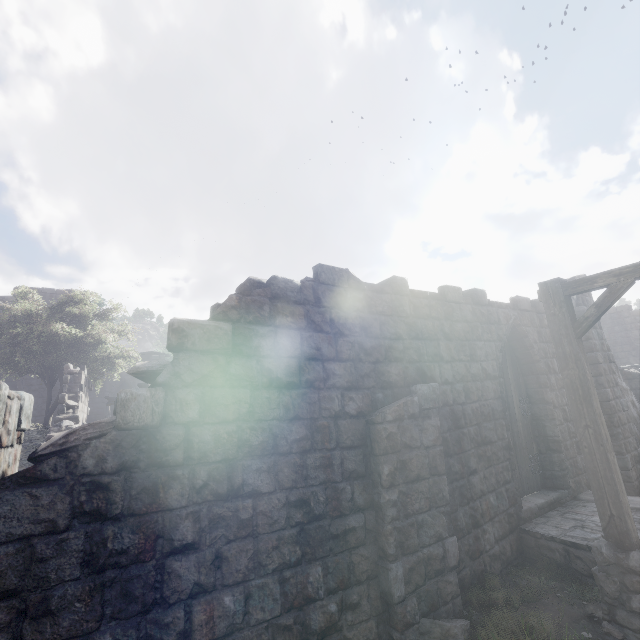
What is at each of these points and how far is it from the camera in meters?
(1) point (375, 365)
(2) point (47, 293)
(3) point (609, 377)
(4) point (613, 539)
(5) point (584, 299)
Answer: (1) building, 5.2
(2) building, 23.6
(3) building, 9.6
(4) wooden lamp post, 4.1
(5) building, 10.2

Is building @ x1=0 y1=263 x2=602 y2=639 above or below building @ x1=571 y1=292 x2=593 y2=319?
below

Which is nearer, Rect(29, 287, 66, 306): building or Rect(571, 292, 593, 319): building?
Rect(571, 292, 593, 319): building

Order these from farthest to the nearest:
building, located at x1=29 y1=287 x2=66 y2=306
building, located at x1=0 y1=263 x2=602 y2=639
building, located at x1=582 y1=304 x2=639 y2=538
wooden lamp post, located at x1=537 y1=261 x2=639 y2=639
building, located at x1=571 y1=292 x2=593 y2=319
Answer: building, located at x1=29 y1=287 x2=66 y2=306 → building, located at x1=571 y1=292 x2=593 y2=319 → building, located at x1=582 y1=304 x2=639 y2=538 → wooden lamp post, located at x1=537 y1=261 x2=639 y2=639 → building, located at x1=0 y1=263 x2=602 y2=639

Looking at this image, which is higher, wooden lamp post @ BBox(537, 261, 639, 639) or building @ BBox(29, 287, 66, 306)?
building @ BBox(29, 287, 66, 306)

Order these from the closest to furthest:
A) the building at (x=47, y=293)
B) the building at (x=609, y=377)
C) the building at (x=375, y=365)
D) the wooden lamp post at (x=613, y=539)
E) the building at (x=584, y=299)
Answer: the building at (x=375, y=365), the wooden lamp post at (x=613, y=539), the building at (x=609, y=377), the building at (x=584, y=299), the building at (x=47, y=293)

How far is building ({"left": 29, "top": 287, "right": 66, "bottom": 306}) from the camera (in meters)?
23.36

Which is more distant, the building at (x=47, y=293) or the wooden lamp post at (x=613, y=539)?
the building at (x=47, y=293)
